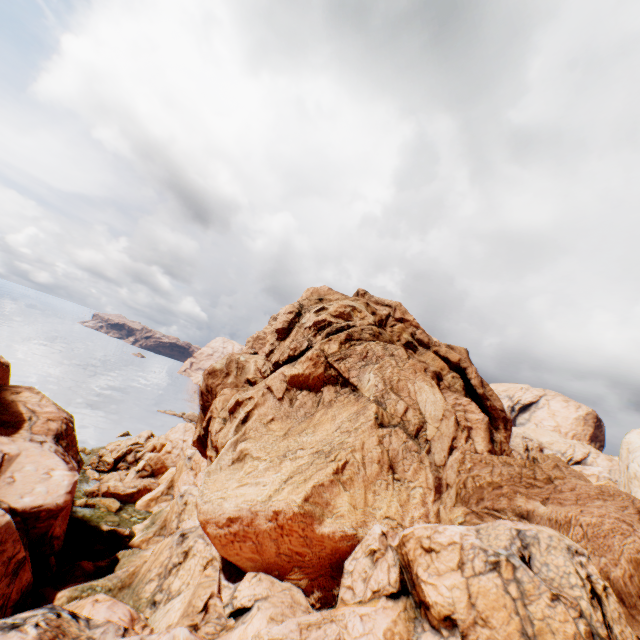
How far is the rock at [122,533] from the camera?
36.56m

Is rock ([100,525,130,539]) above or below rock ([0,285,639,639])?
below

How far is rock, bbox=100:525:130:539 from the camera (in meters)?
36.56

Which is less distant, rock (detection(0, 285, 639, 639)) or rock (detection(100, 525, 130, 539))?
rock (detection(0, 285, 639, 639))

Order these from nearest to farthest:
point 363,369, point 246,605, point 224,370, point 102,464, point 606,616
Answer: point 606,616
point 246,605
point 363,369
point 224,370
point 102,464

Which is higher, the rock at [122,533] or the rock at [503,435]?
the rock at [503,435]
